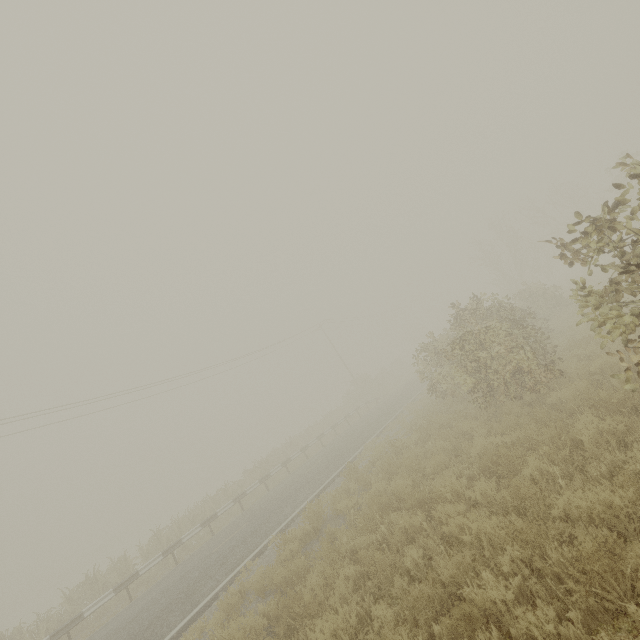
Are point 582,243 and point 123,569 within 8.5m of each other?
no
